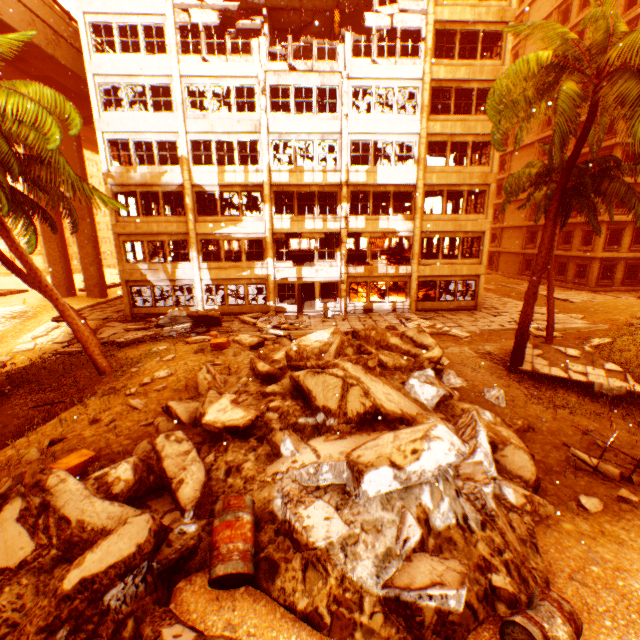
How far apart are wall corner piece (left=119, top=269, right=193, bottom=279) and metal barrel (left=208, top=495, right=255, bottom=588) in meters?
19.5 m

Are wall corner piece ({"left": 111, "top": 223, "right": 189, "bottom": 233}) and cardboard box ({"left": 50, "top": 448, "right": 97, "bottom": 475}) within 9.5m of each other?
no

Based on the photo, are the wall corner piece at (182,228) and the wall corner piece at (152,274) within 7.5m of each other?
yes

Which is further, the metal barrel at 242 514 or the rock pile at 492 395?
the rock pile at 492 395

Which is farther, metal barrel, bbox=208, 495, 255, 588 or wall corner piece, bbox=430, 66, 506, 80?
wall corner piece, bbox=430, 66, 506, 80

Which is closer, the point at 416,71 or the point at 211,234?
the point at 416,71

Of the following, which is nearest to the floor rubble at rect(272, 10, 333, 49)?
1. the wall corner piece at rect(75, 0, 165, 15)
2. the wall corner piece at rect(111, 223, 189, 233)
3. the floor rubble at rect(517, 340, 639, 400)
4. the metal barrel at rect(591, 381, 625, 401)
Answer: the wall corner piece at rect(75, 0, 165, 15)

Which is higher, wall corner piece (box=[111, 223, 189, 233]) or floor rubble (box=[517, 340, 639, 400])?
wall corner piece (box=[111, 223, 189, 233])
